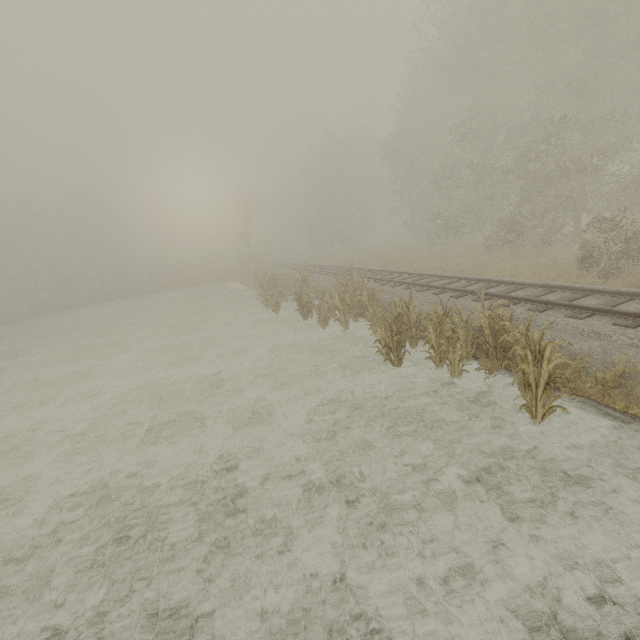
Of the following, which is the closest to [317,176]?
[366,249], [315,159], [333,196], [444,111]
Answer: [333,196]

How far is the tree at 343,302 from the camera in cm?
550

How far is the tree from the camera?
5.5m
